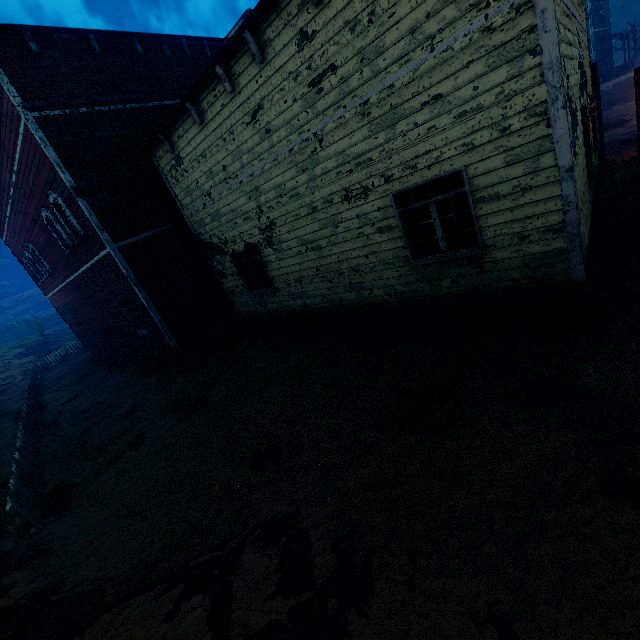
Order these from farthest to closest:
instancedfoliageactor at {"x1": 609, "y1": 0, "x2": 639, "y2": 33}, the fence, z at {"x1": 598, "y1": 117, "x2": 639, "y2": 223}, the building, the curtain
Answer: instancedfoliageactor at {"x1": 609, "y1": 0, "x2": 639, "y2": 33} < z at {"x1": 598, "y1": 117, "x2": 639, "y2": 223} < the fence < the curtain < the building

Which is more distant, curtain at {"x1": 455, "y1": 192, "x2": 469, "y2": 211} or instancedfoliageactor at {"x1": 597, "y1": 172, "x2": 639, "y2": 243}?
instancedfoliageactor at {"x1": 597, "y1": 172, "x2": 639, "y2": 243}

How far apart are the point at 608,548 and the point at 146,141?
14.81m

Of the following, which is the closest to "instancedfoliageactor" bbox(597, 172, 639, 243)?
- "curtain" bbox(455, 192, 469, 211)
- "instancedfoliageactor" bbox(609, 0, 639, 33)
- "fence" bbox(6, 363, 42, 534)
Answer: "curtain" bbox(455, 192, 469, 211)

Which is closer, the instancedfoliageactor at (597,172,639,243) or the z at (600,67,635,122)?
the instancedfoliageactor at (597,172,639,243)

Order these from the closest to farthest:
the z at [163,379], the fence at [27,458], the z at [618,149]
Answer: the z at [163,379]
the fence at [27,458]
the z at [618,149]

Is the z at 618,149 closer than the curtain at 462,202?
No

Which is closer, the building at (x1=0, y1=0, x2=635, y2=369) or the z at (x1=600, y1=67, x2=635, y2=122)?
the building at (x1=0, y1=0, x2=635, y2=369)
